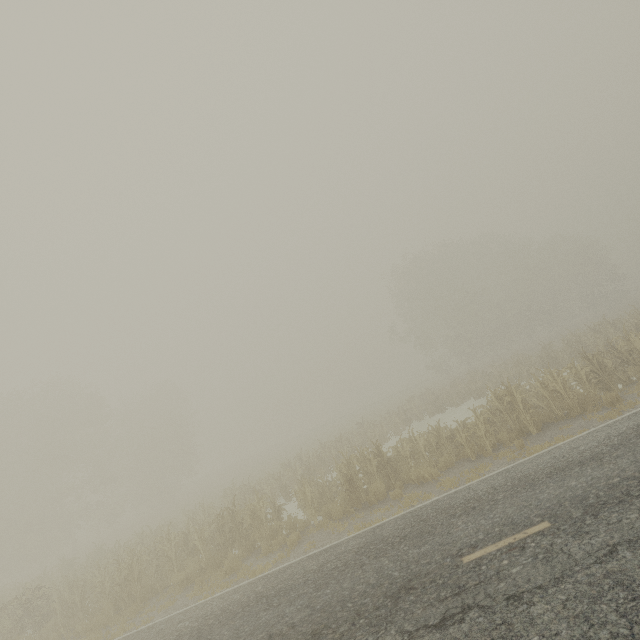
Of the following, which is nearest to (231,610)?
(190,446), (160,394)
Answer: (190,446)
